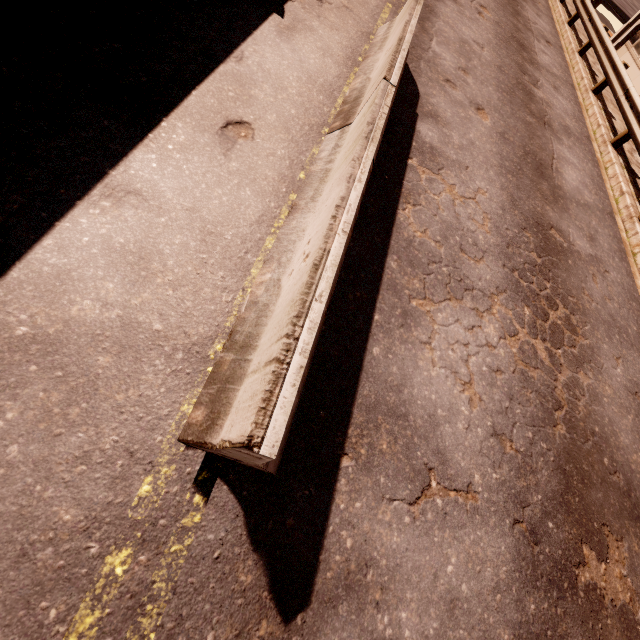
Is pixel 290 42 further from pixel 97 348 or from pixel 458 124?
pixel 97 348

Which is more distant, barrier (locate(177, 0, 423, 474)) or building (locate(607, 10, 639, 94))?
building (locate(607, 10, 639, 94))

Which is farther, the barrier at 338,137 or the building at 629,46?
the building at 629,46
